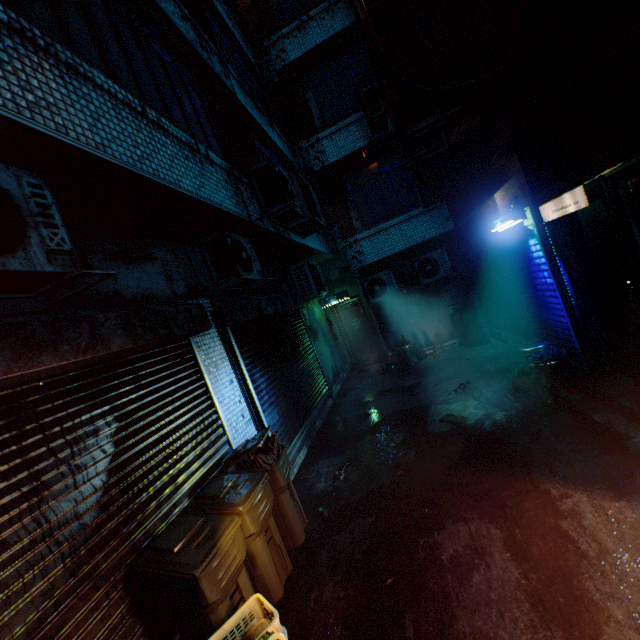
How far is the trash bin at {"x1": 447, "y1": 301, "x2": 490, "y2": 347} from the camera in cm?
804

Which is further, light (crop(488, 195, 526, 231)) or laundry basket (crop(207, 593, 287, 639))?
light (crop(488, 195, 526, 231))

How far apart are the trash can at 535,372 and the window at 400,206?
5.00m

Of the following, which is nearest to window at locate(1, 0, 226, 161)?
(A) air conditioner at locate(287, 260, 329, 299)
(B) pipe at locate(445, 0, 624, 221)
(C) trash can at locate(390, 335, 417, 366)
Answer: (B) pipe at locate(445, 0, 624, 221)

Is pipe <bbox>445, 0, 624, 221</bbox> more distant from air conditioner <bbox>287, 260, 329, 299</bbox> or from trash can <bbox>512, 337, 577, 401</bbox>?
air conditioner <bbox>287, 260, 329, 299</bbox>

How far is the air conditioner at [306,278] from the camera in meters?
8.1

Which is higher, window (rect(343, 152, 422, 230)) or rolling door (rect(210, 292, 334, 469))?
window (rect(343, 152, 422, 230))

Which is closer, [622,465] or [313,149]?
[622,465]
